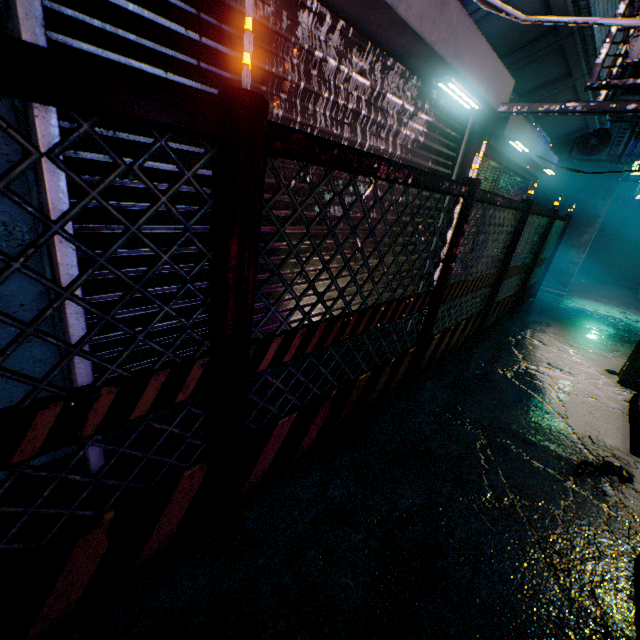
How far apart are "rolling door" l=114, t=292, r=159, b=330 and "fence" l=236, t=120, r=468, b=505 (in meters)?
0.62

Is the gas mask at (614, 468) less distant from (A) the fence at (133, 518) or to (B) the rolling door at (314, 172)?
(B) the rolling door at (314, 172)

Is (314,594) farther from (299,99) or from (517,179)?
(517,179)

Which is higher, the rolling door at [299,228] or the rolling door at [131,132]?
the rolling door at [131,132]

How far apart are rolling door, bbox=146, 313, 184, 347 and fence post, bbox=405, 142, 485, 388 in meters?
0.5 m

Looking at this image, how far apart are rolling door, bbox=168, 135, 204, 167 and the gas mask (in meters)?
2.02

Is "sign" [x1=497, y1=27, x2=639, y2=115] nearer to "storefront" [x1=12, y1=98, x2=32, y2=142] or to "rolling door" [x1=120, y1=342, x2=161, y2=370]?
"rolling door" [x1=120, y1=342, x2=161, y2=370]

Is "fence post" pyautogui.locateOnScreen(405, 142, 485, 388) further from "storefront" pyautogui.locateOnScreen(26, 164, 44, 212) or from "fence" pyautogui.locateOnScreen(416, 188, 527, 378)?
"storefront" pyautogui.locateOnScreen(26, 164, 44, 212)
